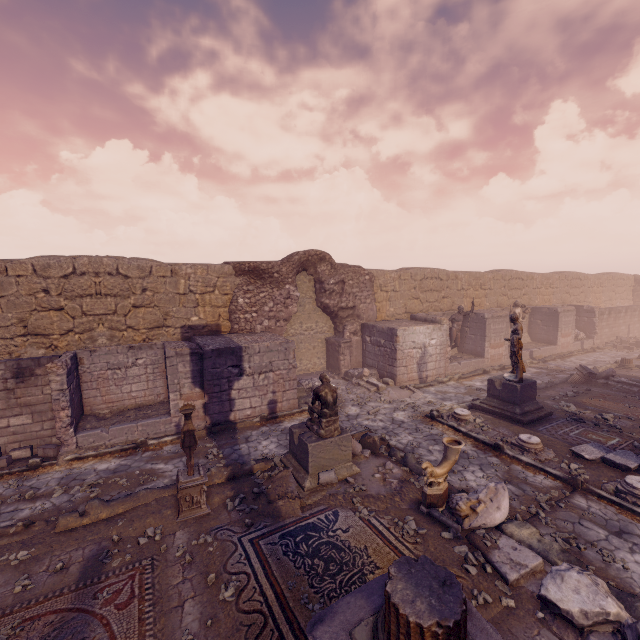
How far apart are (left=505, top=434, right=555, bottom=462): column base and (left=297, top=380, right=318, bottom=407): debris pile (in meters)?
5.59

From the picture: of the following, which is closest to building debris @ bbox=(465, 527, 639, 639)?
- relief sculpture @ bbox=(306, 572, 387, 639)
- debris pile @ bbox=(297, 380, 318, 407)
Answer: relief sculpture @ bbox=(306, 572, 387, 639)

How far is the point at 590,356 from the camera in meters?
19.3 m

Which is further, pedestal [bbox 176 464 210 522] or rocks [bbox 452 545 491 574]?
pedestal [bbox 176 464 210 522]

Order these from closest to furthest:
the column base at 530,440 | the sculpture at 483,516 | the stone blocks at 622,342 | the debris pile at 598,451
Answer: the sculpture at 483,516 < the debris pile at 598,451 < the column base at 530,440 < the stone blocks at 622,342

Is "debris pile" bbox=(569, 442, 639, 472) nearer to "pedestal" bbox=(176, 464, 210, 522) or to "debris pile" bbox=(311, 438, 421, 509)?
"debris pile" bbox=(311, 438, 421, 509)

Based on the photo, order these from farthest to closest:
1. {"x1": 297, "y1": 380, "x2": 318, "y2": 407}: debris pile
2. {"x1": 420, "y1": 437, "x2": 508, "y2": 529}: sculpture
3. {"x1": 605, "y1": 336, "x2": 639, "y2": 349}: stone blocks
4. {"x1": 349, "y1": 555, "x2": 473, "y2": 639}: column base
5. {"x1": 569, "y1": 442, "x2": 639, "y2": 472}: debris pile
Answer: {"x1": 605, "y1": 336, "x2": 639, "y2": 349}: stone blocks
{"x1": 297, "y1": 380, "x2": 318, "y2": 407}: debris pile
{"x1": 569, "y1": 442, "x2": 639, "y2": 472}: debris pile
{"x1": 420, "y1": 437, "x2": 508, "y2": 529}: sculpture
{"x1": 349, "y1": 555, "x2": 473, "y2": 639}: column base

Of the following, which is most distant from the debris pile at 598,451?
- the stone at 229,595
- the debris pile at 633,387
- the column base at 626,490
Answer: the stone at 229,595
